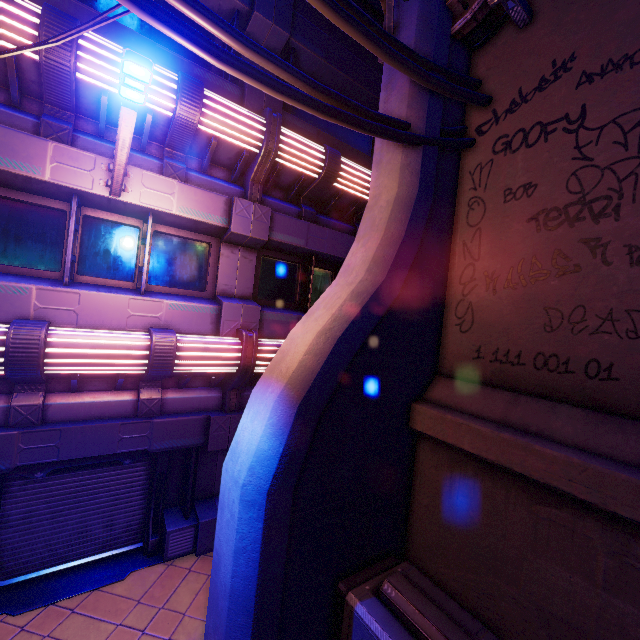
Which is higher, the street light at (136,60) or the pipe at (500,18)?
the pipe at (500,18)

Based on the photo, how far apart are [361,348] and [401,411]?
1.6m

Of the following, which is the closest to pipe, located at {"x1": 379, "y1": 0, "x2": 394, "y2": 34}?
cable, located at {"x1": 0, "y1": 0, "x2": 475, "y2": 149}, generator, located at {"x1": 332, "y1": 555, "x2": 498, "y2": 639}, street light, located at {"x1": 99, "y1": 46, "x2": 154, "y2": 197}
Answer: cable, located at {"x1": 0, "y1": 0, "x2": 475, "y2": 149}

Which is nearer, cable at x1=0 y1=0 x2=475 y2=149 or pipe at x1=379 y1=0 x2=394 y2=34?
cable at x1=0 y1=0 x2=475 y2=149

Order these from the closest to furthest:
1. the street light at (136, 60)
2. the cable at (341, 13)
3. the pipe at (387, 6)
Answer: the street light at (136, 60) < the cable at (341, 13) < the pipe at (387, 6)

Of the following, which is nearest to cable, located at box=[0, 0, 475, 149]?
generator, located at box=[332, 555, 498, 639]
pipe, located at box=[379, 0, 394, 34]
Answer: → pipe, located at box=[379, 0, 394, 34]

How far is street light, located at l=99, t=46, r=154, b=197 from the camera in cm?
308

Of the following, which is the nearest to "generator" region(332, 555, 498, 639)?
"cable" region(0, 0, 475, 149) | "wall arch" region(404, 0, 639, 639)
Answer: "wall arch" region(404, 0, 639, 639)
